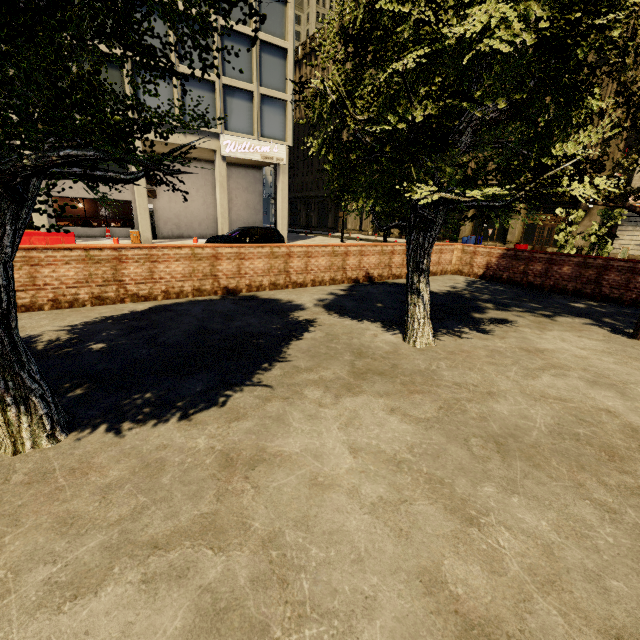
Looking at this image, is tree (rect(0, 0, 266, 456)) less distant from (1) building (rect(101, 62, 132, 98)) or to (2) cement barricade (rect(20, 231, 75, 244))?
(1) building (rect(101, 62, 132, 98))

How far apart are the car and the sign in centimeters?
728cm

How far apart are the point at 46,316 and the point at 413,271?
6.64m

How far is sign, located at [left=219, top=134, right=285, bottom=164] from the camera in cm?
2114

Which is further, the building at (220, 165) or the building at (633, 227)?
the building at (633, 227)

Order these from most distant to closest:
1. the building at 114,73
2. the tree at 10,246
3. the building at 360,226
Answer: the building at 360,226 < the building at 114,73 < the tree at 10,246

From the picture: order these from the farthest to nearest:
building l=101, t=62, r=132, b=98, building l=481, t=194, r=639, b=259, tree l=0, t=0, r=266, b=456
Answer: building l=481, t=194, r=639, b=259 < building l=101, t=62, r=132, b=98 < tree l=0, t=0, r=266, b=456

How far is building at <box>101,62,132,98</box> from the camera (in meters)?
17.20
